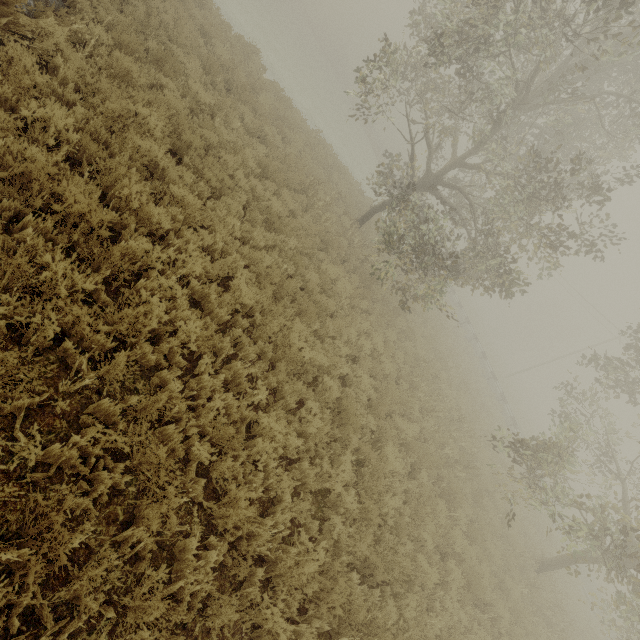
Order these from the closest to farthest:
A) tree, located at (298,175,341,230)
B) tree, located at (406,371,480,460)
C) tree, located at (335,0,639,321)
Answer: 1. tree, located at (335,0,639,321)
2. tree, located at (406,371,480,460)
3. tree, located at (298,175,341,230)

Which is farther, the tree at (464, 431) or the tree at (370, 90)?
the tree at (464, 431)

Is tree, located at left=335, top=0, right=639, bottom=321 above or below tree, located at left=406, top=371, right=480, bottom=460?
above

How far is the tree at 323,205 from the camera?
11.4 meters

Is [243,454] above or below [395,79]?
below

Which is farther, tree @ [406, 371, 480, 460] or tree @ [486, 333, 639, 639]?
tree @ [406, 371, 480, 460]

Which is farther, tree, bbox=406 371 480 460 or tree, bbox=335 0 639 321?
tree, bbox=406 371 480 460
